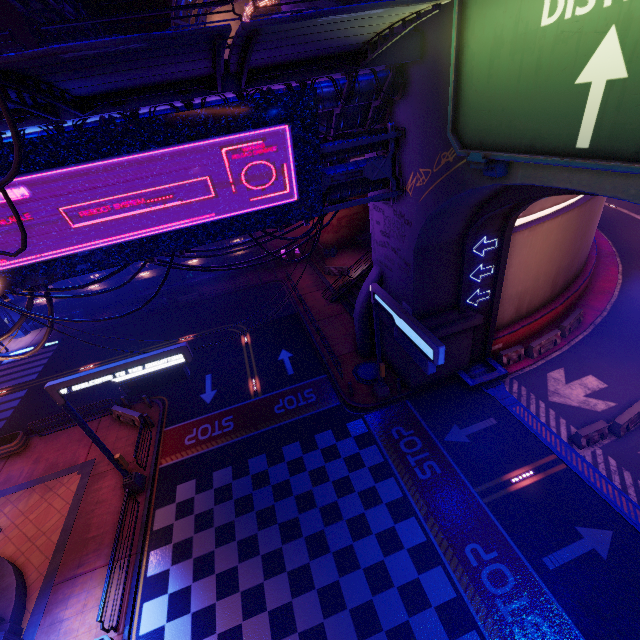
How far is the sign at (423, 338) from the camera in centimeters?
1092cm

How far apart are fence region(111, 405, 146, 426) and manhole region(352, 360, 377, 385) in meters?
12.8

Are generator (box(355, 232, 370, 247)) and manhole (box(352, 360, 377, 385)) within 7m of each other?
no

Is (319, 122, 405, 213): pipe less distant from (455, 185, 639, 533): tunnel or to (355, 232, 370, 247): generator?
(455, 185, 639, 533): tunnel

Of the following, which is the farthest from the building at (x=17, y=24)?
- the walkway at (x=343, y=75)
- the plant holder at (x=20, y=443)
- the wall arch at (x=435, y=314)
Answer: the plant holder at (x=20, y=443)

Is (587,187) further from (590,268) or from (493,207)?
(590,268)

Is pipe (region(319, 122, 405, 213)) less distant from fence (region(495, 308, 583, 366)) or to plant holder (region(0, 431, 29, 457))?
plant holder (region(0, 431, 29, 457))

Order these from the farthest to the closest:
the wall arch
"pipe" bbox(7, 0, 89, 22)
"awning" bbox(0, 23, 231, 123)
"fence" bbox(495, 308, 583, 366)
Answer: "pipe" bbox(7, 0, 89, 22), "fence" bbox(495, 308, 583, 366), the wall arch, "awning" bbox(0, 23, 231, 123)
